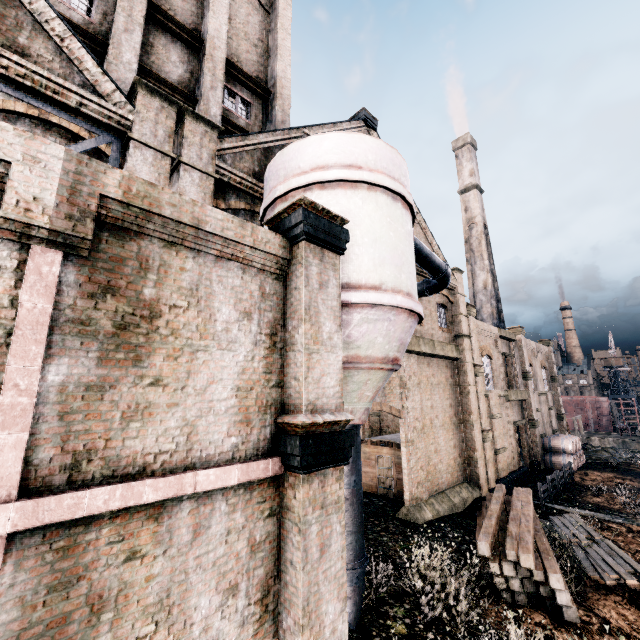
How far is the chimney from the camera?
41.47m

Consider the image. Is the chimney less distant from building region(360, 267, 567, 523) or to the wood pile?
the wood pile

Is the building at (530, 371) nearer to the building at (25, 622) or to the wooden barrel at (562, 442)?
the building at (25, 622)

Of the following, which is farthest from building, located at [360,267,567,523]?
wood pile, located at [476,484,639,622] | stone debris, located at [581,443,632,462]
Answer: stone debris, located at [581,443,632,462]

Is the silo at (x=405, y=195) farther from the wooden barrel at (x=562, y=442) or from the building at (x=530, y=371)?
the building at (x=530, y=371)

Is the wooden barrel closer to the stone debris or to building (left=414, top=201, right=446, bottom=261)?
the stone debris

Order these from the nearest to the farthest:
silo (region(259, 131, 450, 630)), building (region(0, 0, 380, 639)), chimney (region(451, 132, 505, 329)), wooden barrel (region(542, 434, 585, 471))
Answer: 1. building (region(0, 0, 380, 639))
2. silo (region(259, 131, 450, 630))
3. wooden barrel (region(542, 434, 585, 471))
4. chimney (region(451, 132, 505, 329))

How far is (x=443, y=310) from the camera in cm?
2297
